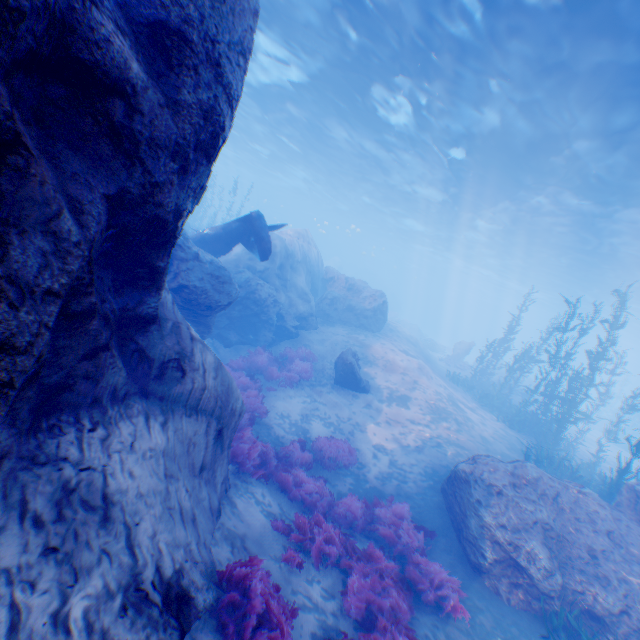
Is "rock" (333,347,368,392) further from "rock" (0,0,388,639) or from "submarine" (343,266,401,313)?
"submarine" (343,266,401,313)

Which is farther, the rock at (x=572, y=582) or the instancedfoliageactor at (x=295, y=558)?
the rock at (x=572, y=582)

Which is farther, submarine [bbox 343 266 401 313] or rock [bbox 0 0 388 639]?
submarine [bbox 343 266 401 313]

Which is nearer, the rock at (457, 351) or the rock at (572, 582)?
the rock at (572, 582)

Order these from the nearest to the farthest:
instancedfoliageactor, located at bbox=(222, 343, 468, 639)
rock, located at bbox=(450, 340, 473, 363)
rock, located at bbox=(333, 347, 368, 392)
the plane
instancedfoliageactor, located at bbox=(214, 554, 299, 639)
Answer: instancedfoliageactor, located at bbox=(214, 554, 299, 639) → instancedfoliageactor, located at bbox=(222, 343, 468, 639) → the plane → rock, located at bbox=(333, 347, 368, 392) → rock, located at bbox=(450, 340, 473, 363)

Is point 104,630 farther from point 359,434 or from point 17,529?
point 359,434

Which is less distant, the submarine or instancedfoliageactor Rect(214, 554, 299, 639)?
instancedfoliageactor Rect(214, 554, 299, 639)

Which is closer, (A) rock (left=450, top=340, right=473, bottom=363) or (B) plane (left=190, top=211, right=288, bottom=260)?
(B) plane (left=190, top=211, right=288, bottom=260)
